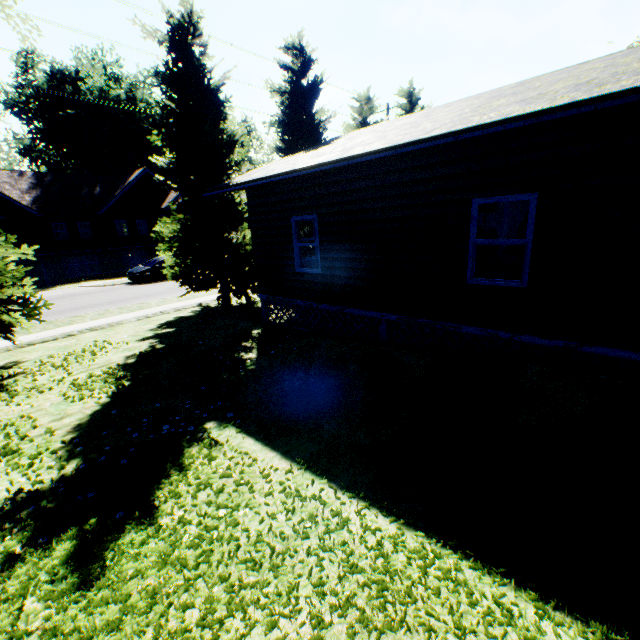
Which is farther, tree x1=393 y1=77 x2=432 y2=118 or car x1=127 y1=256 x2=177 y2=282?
car x1=127 y1=256 x2=177 y2=282

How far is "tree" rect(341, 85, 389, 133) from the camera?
18.7m

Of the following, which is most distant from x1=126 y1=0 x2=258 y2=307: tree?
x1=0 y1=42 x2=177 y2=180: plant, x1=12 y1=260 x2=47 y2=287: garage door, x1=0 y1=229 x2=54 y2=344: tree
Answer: x1=12 y1=260 x2=47 y2=287: garage door

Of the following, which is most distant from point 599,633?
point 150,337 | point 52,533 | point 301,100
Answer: point 301,100

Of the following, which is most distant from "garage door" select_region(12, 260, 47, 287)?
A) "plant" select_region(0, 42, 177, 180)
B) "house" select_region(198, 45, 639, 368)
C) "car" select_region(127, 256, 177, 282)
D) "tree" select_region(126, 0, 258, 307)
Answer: "house" select_region(198, 45, 639, 368)

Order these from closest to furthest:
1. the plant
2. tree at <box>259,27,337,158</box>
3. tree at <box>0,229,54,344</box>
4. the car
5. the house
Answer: the house < tree at <box>0,229,54,344</box> < tree at <box>259,27,337,158</box> < the car < the plant

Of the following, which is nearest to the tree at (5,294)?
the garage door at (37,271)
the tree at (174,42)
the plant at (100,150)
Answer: the tree at (174,42)

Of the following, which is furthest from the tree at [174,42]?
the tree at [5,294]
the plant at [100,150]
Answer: the plant at [100,150]
